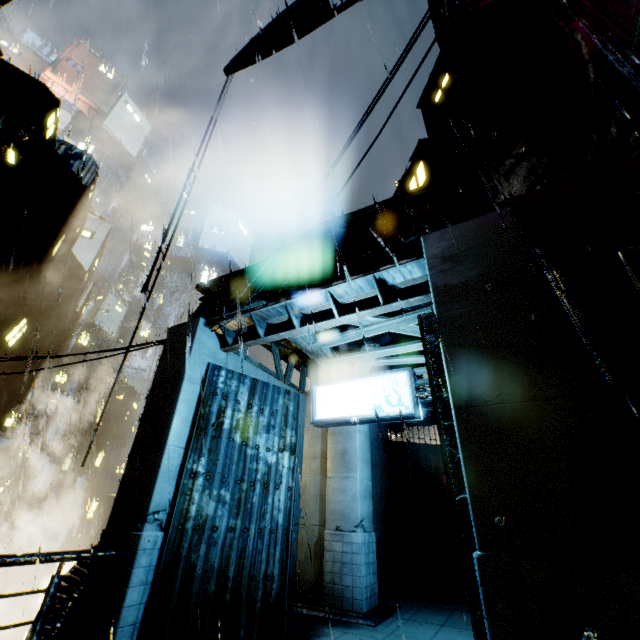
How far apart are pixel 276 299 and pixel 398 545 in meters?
11.7

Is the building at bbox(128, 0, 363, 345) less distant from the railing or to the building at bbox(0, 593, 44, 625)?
the railing

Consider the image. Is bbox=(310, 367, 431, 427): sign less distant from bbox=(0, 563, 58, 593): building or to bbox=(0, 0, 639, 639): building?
bbox=(0, 0, 639, 639): building

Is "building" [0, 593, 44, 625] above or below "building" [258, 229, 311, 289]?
below

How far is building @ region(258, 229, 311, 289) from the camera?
7.9 meters

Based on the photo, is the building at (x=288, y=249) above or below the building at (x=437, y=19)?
below
